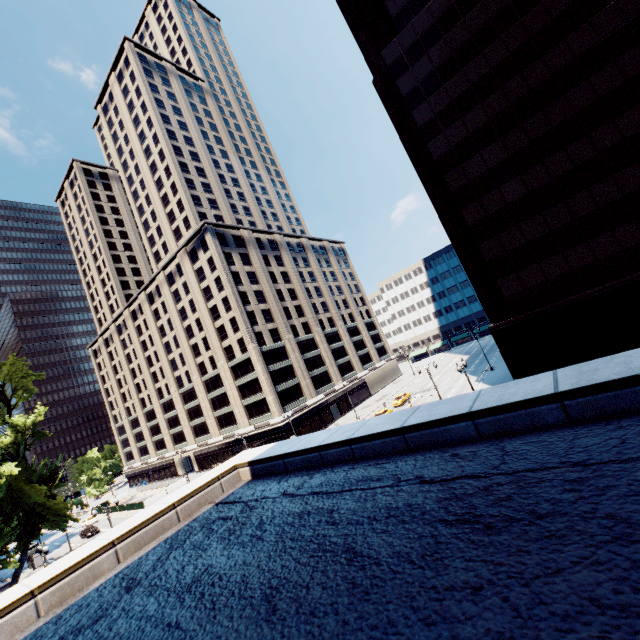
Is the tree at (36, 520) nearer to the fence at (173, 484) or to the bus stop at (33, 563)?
the bus stop at (33, 563)

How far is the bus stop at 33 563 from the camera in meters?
47.1 m

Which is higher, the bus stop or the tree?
the tree

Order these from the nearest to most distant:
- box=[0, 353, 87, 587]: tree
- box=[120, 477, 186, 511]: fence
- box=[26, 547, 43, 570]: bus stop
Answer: box=[0, 353, 87, 587]: tree → box=[26, 547, 43, 570]: bus stop → box=[120, 477, 186, 511]: fence

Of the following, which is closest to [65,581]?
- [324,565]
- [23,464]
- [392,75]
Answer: [324,565]

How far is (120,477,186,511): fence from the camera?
54.34m

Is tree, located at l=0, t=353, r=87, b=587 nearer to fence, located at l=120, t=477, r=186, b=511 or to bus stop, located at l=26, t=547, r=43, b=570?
bus stop, located at l=26, t=547, r=43, b=570

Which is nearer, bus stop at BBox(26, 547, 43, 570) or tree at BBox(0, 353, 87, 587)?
tree at BBox(0, 353, 87, 587)
